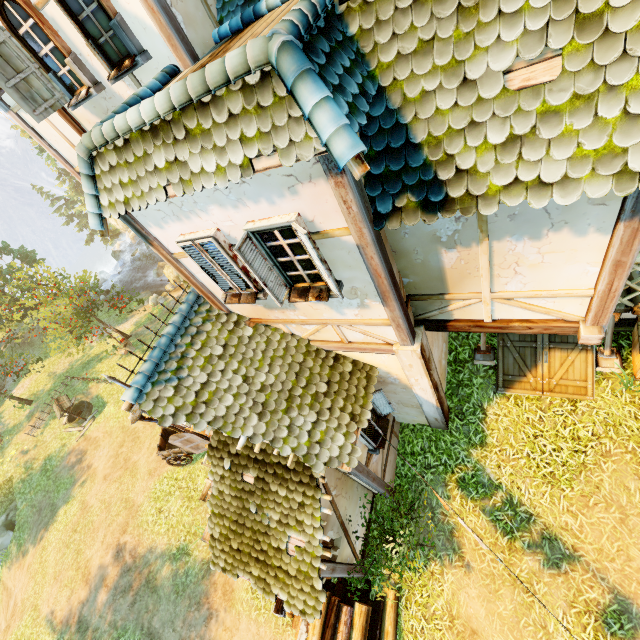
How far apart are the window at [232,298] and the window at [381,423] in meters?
2.9 m

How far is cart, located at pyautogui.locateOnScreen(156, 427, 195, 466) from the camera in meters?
13.2

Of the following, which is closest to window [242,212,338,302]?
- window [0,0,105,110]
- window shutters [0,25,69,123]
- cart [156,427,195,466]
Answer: window [0,0,105,110]

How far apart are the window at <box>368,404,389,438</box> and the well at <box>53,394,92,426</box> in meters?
20.6 m

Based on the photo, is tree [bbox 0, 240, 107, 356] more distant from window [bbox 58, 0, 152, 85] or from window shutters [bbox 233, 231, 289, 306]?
window shutters [bbox 233, 231, 289, 306]

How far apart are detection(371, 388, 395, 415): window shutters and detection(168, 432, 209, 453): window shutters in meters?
5.1 m

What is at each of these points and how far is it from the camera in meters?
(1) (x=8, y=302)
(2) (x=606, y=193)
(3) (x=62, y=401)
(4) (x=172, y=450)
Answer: (1) tree, 23.9 m
(2) building, 2.7 m
(3) well, 20.0 m
(4) cart, 13.2 m

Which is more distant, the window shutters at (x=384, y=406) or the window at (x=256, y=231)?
the window shutters at (x=384, y=406)
